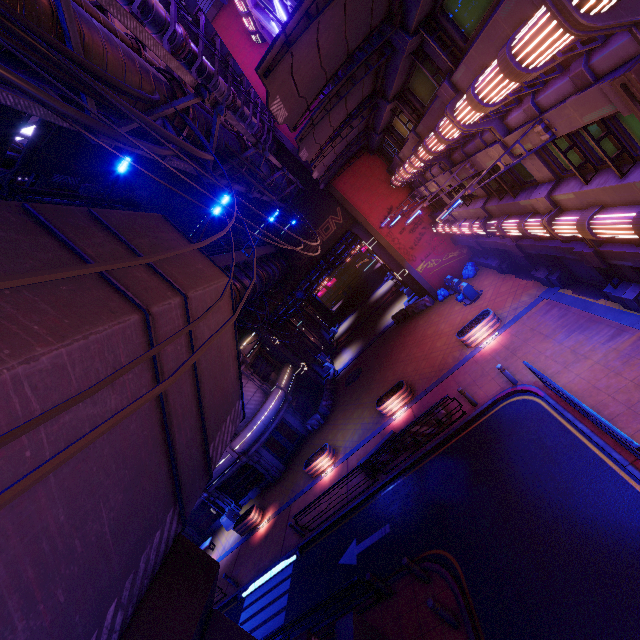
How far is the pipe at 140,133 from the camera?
5.28m

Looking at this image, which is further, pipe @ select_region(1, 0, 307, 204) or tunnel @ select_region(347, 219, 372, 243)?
tunnel @ select_region(347, 219, 372, 243)

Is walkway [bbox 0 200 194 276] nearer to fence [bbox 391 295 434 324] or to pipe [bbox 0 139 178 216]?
pipe [bbox 0 139 178 216]

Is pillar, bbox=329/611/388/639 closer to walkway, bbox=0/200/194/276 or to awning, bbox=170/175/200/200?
walkway, bbox=0/200/194/276

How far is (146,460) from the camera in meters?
5.7 m

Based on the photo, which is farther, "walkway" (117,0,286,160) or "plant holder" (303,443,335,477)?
"plant holder" (303,443,335,477)

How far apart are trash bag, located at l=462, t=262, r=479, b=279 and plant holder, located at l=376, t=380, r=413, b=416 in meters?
10.5

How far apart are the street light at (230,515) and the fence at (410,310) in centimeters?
2136cm
